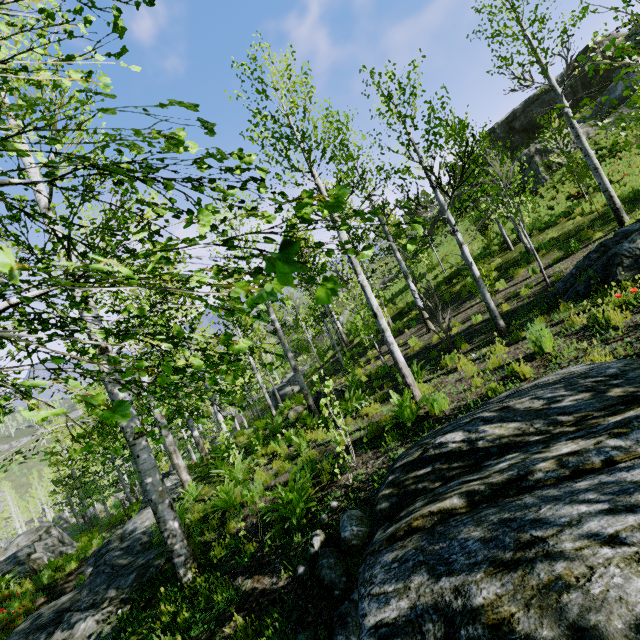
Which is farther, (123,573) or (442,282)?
(442,282)

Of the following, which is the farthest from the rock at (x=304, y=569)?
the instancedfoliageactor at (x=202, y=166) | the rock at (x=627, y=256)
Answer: the rock at (x=627, y=256)

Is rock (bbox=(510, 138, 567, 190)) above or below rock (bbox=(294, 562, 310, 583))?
above

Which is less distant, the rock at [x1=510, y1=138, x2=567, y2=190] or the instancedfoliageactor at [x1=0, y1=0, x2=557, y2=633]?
the instancedfoliageactor at [x1=0, y1=0, x2=557, y2=633]

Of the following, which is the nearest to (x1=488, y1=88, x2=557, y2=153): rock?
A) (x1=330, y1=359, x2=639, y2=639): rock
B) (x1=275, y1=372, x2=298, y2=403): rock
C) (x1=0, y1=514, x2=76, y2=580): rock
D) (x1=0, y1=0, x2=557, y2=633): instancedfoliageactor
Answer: (x1=275, y1=372, x2=298, y2=403): rock

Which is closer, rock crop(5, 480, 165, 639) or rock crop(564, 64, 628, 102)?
rock crop(5, 480, 165, 639)

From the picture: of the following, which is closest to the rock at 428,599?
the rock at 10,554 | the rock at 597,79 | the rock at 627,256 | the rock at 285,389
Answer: the rock at 10,554

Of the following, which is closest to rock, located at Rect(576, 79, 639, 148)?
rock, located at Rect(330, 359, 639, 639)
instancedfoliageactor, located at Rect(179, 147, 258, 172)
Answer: rock, located at Rect(330, 359, 639, 639)
